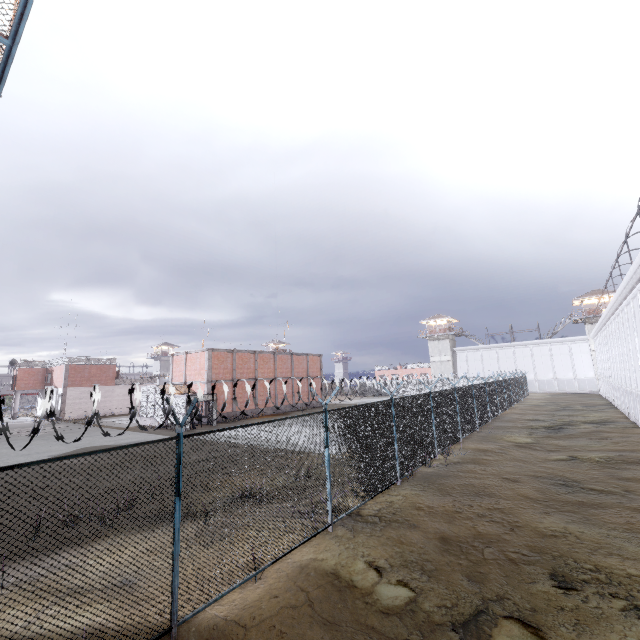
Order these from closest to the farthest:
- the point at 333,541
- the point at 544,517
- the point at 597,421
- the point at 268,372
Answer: the point at 333,541, the point at 544,517, the point at 597,421, the point at 268,372

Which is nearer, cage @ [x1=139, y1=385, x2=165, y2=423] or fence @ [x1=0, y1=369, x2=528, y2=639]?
fence @ [x1=0, y1=369, x2=528, y2=639]

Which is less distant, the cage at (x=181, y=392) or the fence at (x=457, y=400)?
the fence at (x=457, y=400)

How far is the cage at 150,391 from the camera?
29.70m

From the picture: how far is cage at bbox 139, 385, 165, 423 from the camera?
29.70m

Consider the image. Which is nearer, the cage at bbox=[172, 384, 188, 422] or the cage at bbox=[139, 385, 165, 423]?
the cage at bbox=[172, 384, 188, 422]
